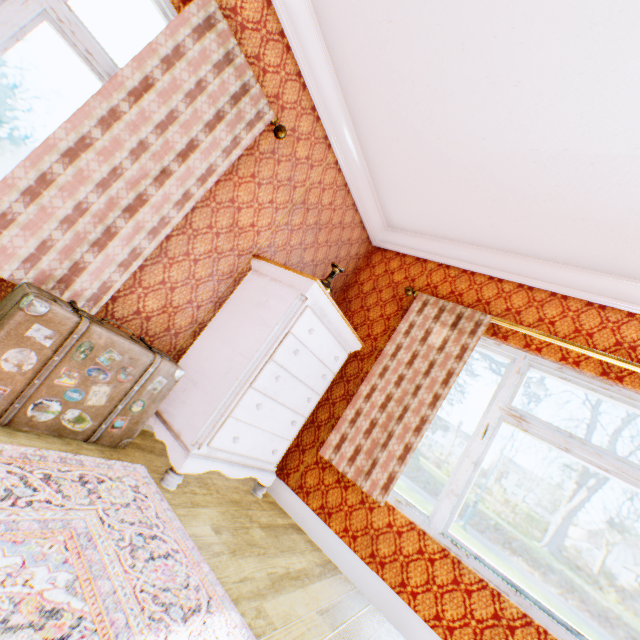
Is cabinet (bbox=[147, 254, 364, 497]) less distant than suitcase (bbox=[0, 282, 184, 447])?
No

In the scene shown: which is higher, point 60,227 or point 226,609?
point 60,227

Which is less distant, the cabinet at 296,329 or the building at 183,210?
the building at 183,210

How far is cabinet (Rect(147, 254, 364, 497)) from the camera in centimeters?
221cm

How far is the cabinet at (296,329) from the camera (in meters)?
2.21

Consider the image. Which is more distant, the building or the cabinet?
the cabinet
